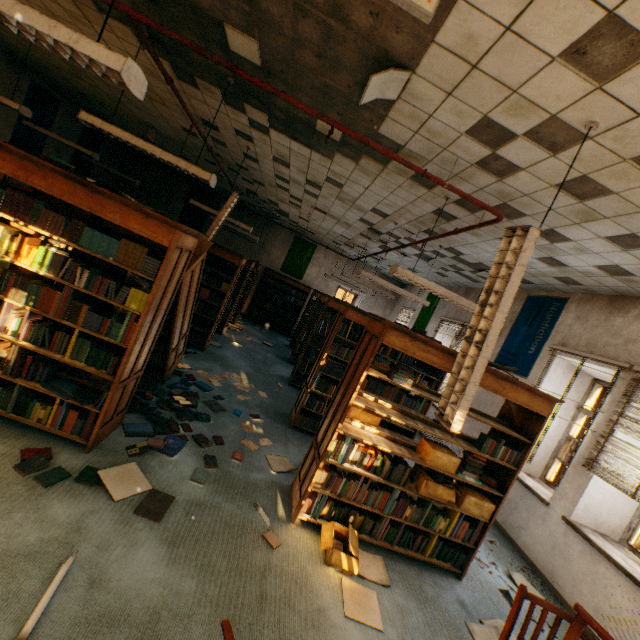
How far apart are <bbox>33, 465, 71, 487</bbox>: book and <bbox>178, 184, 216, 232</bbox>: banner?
10.98m

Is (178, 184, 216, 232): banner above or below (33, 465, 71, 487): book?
above

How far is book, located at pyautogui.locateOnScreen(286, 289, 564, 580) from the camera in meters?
3.2

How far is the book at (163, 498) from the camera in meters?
2.5 m

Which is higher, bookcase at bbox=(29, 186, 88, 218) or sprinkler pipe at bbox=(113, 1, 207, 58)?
sprinkler pipe at bbox=(113, 1, 207, 58)

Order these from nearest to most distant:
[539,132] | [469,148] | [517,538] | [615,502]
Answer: [539,132]
[469,148]
[615,502]
[517,538]

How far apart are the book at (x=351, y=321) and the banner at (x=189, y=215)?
10.82m

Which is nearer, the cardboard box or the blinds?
the cardboard box
